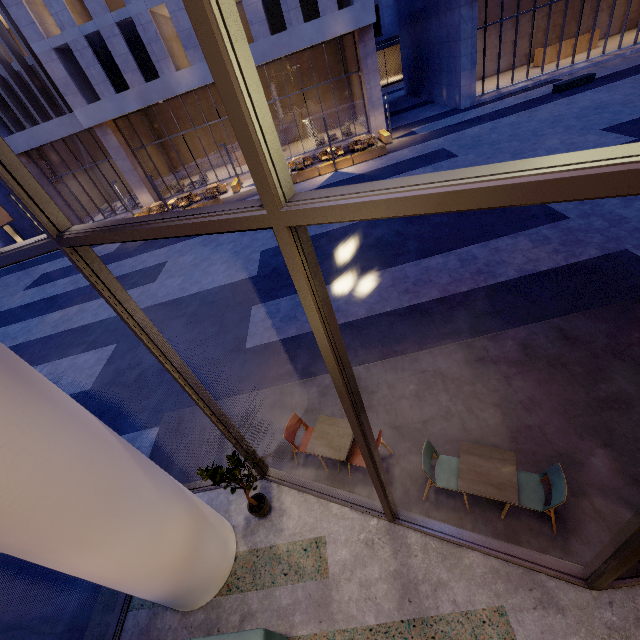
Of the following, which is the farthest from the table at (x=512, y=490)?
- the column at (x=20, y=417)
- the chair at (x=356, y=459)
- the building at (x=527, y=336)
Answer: the column at (x=20, y=417)

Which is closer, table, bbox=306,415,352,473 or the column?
the column

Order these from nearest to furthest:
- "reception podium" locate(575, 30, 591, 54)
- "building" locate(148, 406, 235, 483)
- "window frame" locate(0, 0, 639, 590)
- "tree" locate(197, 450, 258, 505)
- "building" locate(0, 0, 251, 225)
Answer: "window frame" locate(0, 0, 639, 590), "tree" locate(197, 450, 258, 505), "building" locate(148, 406, 235, 483), "building" locate(0, 0, 251, 225), "reception podium" locate(575, 30, 591, 54)

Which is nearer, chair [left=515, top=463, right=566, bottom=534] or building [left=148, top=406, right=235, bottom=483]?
chair [left=515, top=463, right=566, bottom=534]

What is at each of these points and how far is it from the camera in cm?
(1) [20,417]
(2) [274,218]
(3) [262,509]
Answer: (1) column, 243
(2) window frame, 169
(3) pot, 488

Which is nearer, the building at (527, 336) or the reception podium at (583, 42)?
the building at (527, 336)

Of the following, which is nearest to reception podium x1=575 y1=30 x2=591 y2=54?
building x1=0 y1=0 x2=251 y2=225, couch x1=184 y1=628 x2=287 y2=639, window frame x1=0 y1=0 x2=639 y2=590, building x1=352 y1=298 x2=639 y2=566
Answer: building x1=0 y1=0 x2=251 y2=225

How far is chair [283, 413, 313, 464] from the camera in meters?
5.2 m
